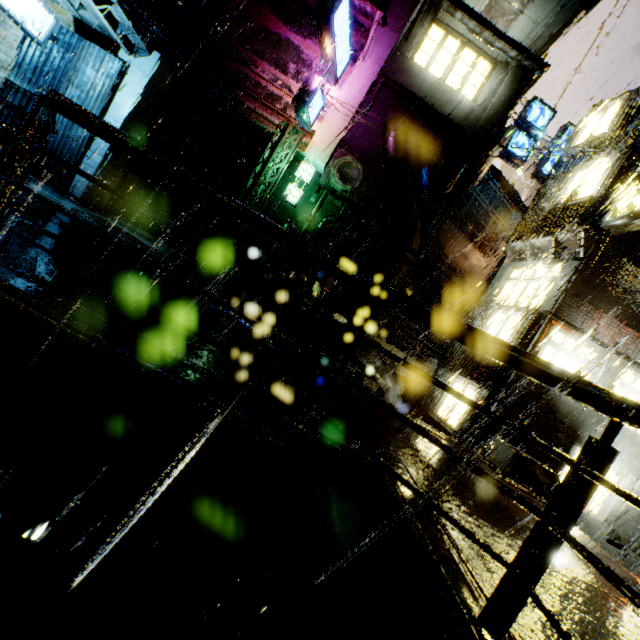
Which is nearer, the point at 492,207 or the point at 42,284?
the point at 42,284

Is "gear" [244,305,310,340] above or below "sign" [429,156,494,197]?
below

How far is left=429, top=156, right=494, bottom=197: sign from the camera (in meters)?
15.66

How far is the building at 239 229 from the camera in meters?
16.3 m

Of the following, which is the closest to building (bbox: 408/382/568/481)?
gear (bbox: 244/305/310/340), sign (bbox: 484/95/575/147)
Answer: gear (bbox: 244/305/310/340)

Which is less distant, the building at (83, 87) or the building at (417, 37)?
the building at (83, 87)

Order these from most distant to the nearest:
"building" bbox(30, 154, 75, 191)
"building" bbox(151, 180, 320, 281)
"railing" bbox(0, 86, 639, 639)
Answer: "building" bbox(151, 180, 320, 281)
"building" bbox(30, 154, 75, 191)
"railing" bbox(0, 86, 639, 639)
